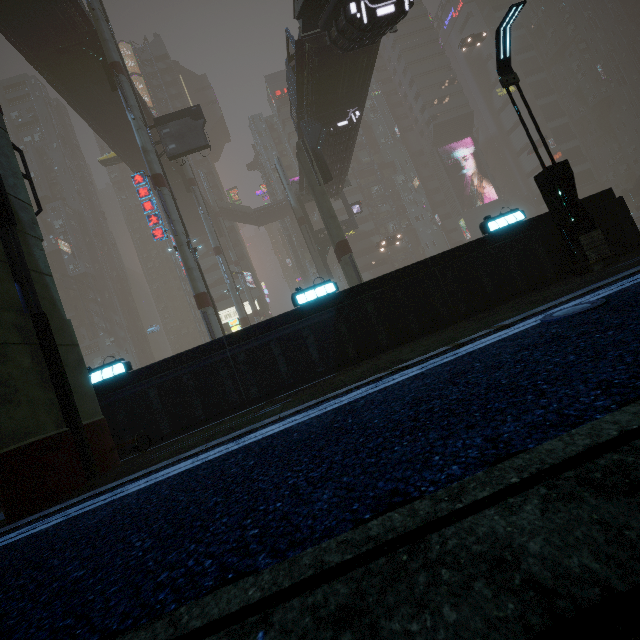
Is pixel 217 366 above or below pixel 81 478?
above

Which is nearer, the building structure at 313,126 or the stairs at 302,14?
the stairs at 302,14

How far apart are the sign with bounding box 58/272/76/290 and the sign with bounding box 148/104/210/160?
46.8m

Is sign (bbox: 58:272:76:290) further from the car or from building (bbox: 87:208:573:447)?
the car

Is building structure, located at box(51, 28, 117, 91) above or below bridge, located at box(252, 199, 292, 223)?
above

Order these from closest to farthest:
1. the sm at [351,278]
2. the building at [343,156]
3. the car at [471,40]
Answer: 1. the sm at [351,278]
2. the building at [343,156]
3. the car at [471,40]

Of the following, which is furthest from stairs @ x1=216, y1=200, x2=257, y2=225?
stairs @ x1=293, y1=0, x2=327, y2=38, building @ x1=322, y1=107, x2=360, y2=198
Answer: stairs @ x1=293, y1=0, x2=327, y2=38

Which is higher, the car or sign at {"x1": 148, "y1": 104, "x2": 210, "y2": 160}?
the car
